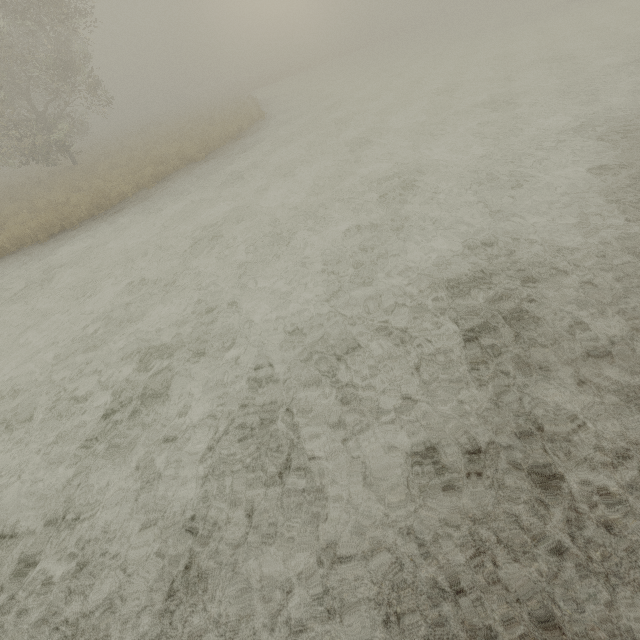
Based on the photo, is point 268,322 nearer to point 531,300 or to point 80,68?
point 531,300
